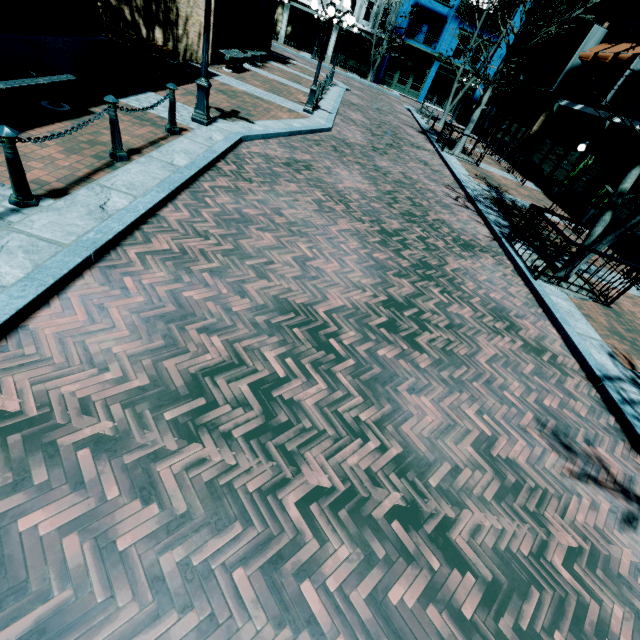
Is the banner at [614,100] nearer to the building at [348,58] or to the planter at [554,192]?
the planter at [554,192]

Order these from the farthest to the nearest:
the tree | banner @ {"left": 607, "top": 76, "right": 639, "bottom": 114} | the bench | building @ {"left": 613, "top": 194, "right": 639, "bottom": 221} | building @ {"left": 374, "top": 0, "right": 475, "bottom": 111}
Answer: building @ {"left": 374, "top": 0, "right": 475, "bottom": 111} → banner @ {"left": 607, "top": 76, "right": 639, "bottom": 114} → building @ {"left": 613, "top": 194, "right": 639, "bottom": 221} → the tree → the bench

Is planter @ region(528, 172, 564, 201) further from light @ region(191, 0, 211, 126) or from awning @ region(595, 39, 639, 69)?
light @ region(191, 0, 211, 126)

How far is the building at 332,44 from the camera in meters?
31.3 m

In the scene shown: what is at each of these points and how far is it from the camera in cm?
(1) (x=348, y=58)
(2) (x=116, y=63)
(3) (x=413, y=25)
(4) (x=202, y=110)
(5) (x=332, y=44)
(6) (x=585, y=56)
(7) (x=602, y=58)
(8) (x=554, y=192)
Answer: (1) building, 3288
(2) garbage, 704
(3) building, 3056
(4) light, 757
(5) building, 3219
(6) awning, 1605
(7) awning, 1484
(8) planter, 1620

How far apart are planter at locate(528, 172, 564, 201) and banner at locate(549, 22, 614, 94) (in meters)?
5.23

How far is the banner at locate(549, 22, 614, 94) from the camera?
16.1m

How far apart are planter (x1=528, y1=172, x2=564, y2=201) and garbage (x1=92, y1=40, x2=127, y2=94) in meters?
18.3 m
